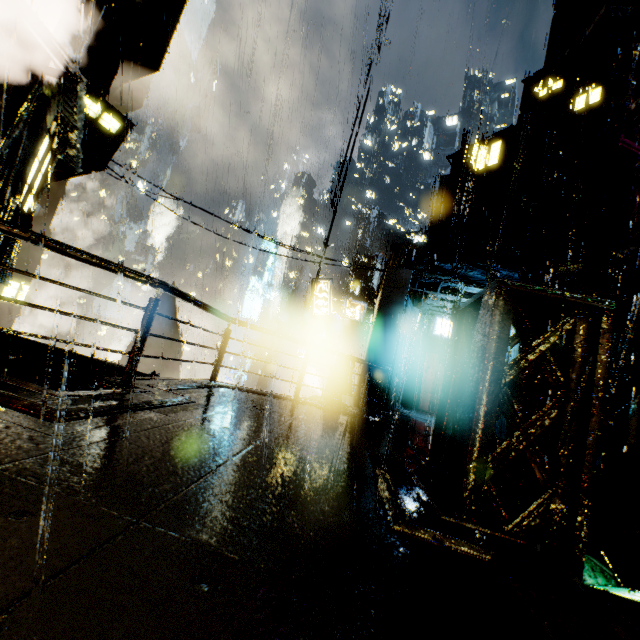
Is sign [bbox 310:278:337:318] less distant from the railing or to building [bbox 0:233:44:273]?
building [bbox 0:233:44:273]

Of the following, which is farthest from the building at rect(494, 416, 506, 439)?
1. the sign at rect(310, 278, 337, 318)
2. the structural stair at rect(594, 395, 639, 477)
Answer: the sign at rect(310, 278, 337, 318)

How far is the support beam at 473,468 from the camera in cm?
272

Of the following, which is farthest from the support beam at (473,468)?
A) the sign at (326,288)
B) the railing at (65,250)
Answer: the sign at (326,288)

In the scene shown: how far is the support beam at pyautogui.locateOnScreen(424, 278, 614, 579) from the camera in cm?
272

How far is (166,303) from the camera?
29.0 meters

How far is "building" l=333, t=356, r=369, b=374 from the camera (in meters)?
13.98
